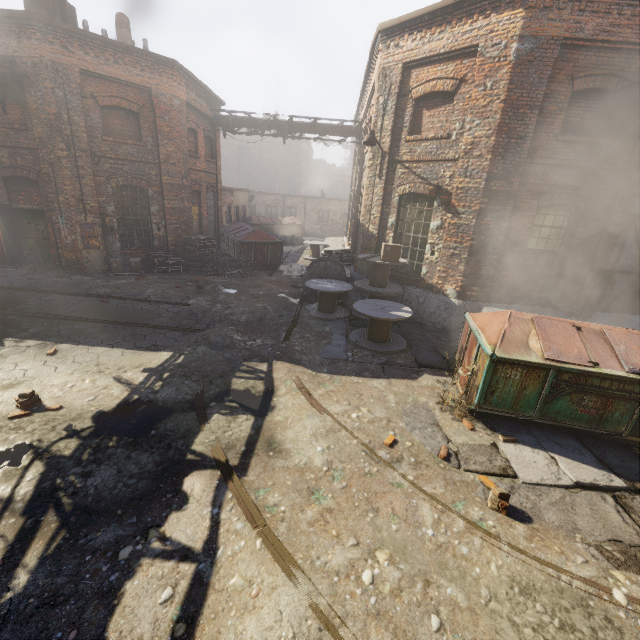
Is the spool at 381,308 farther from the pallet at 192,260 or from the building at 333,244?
the pallet at 192,260

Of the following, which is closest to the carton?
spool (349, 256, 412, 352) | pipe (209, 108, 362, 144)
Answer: spool (349, 256, 412, 352)

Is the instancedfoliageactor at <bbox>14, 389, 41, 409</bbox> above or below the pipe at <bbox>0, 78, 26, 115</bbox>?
below

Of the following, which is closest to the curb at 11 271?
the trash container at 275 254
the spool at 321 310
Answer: the trash container at 275 254

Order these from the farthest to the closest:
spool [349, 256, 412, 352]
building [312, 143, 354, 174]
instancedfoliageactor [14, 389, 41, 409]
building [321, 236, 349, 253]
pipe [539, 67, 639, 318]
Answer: building [312, 143, 354, 174], building [321, 236, 349, 253], spool [349, 256, 412, 352], pipe [539, 67, 639, 318], instancedfoliageactor [14, 389, 41, 409]

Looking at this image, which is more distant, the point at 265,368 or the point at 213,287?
the point at 213,287

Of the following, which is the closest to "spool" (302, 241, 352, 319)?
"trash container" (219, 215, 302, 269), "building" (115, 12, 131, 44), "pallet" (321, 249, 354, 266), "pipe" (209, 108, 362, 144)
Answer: "pallet" (321, 249, 354, 266)

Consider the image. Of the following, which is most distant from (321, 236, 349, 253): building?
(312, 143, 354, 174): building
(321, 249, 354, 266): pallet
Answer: → (312, 143, 354, 174): building
